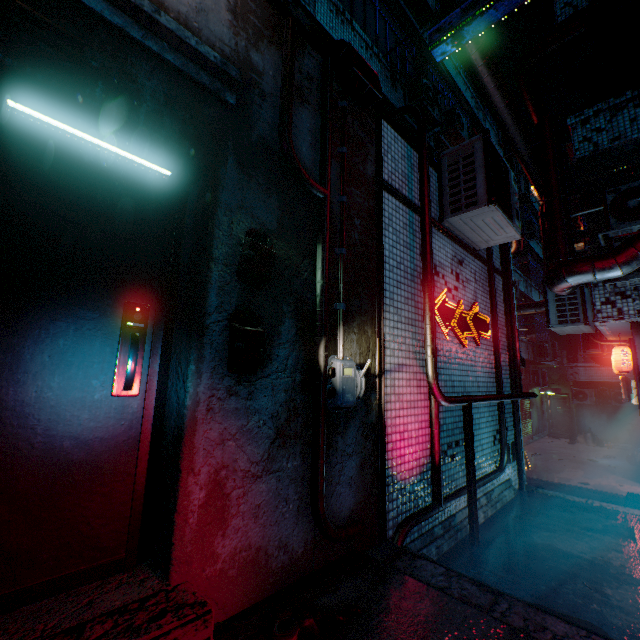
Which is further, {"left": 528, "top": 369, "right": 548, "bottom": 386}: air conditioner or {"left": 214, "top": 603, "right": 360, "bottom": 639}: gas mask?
{"left": 528, "top": 369, "right": 548, "bottom": 386}: air conditioner

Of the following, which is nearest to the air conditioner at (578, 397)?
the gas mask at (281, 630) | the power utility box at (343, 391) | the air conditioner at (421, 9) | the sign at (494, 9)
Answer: the air conditioner at (421, 9)

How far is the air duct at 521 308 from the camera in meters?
7.5

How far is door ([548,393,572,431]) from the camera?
17.64m

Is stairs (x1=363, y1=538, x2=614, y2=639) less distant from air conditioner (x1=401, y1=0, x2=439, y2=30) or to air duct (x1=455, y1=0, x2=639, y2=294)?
air duct (x1=455, y1=0, x2=639, y2=294)

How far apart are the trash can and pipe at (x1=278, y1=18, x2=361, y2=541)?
18.3m

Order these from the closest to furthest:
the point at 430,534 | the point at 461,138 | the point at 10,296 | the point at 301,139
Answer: the point at 10,296 → the point at 301,139 → the point at 430,534 → the point at 461,138

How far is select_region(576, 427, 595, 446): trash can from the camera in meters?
15.0 m
